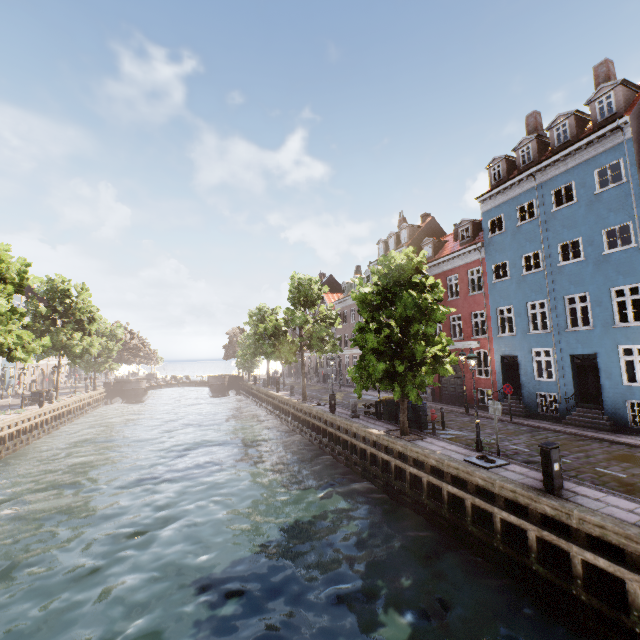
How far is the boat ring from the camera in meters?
10.4

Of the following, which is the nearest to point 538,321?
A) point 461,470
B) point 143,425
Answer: point 461,470

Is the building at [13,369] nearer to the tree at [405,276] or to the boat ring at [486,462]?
the tree at [405,276]

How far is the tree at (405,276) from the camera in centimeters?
1356cm

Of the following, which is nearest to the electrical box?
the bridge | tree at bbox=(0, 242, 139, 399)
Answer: tree at bbox=(0, 242, 139, 399)

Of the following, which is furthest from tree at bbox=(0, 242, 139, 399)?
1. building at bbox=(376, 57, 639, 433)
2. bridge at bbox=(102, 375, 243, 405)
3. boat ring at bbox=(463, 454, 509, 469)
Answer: Answer: building at bbox=(376, 57, 639, 433)

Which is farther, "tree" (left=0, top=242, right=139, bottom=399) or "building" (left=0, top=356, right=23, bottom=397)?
"building" (left=0, top=356, right=23, bottom=397)

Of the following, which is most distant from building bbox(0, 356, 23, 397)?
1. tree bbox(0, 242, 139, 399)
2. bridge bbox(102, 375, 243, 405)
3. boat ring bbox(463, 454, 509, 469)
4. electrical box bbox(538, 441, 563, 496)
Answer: bridge bbox(102, 375, 243, 405)
